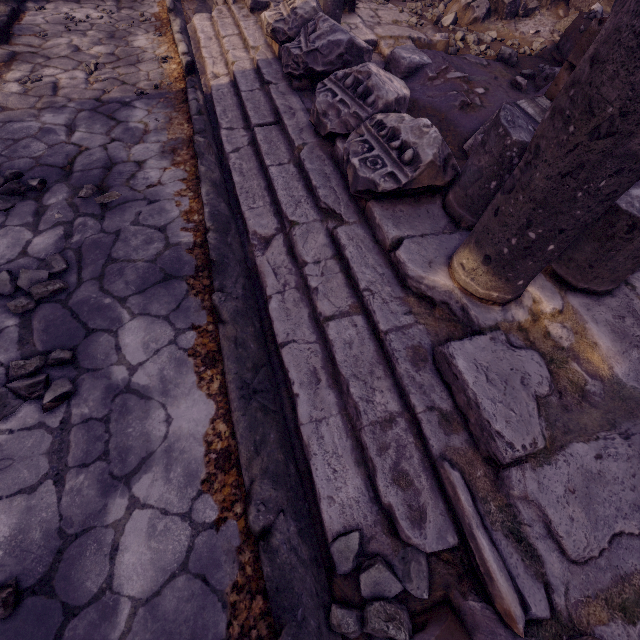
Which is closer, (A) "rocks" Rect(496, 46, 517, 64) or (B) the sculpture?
(B) the sculpture

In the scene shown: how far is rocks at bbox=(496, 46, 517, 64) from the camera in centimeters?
469cm

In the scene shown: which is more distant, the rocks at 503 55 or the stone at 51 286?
the rocks at 503 55

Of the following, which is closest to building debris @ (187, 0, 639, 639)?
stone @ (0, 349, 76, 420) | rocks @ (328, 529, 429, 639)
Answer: rocks @ (328, 529, 429, 639)

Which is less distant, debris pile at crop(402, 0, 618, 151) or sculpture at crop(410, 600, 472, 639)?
sculpture at crop(410, 600, 472, 639)

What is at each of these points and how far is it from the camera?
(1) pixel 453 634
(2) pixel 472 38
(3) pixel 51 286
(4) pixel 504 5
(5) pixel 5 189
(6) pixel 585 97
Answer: (1) sculpture, 1.3 meters
(2) rocks, 5.2 meters
(3) stone, 2.3 meters
(4) debris pile, 5.4 meters
(5) stone, 2.7 meters
(6) building debris, 1.2 meters

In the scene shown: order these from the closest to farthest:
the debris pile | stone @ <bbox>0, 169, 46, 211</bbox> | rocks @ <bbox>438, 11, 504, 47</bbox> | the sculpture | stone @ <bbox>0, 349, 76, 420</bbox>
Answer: the sculpture → stone @ <bbox>0, 349, 76, 420</bbox> → stone @ <bbox>0, 169, 46, 211</bbox> → the debris pile → rocks @ <bbox>438, 11, 504, 47</bbox>

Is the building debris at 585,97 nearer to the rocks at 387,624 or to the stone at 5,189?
the rocks at 387,624
